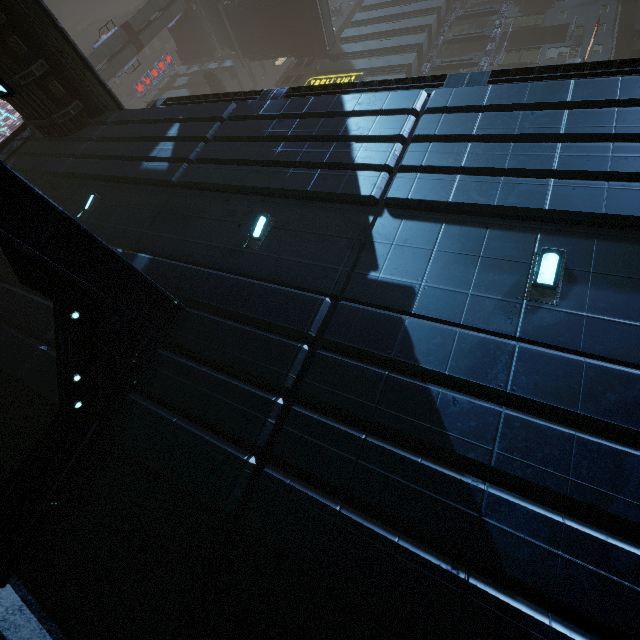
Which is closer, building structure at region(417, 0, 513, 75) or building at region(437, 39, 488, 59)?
building structure at region(417, 0, 513, 75)

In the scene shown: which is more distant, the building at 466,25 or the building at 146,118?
the building at 466,25

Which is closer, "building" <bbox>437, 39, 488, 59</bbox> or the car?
"building" <bbox>437, 39, 488, 59</bbox>

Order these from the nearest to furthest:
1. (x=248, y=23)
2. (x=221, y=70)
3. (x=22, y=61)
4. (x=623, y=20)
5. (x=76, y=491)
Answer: (x=76, y=491) → (x=22, y=61) → (x=623, y=20) → (x=248, y=23) → (x=221, y=70)

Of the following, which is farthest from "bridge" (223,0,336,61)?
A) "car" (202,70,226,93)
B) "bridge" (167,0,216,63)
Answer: "bridge" (167,0,216,63)

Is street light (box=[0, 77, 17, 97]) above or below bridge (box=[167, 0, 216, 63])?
below

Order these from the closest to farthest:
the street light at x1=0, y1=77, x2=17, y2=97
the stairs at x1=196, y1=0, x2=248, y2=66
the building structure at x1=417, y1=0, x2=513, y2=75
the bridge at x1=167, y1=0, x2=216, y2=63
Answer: the street light at x1=0, y1=77, x2=17, y2=97
the building structure at x1=417, y1=0, x2=513, y2=75
the stairs at x1=196, y1=0, x2=248, y2=66
the bridge at x1=167, y1=0, x2=216, y2=63

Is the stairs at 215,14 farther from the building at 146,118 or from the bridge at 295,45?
the building at 146,118
